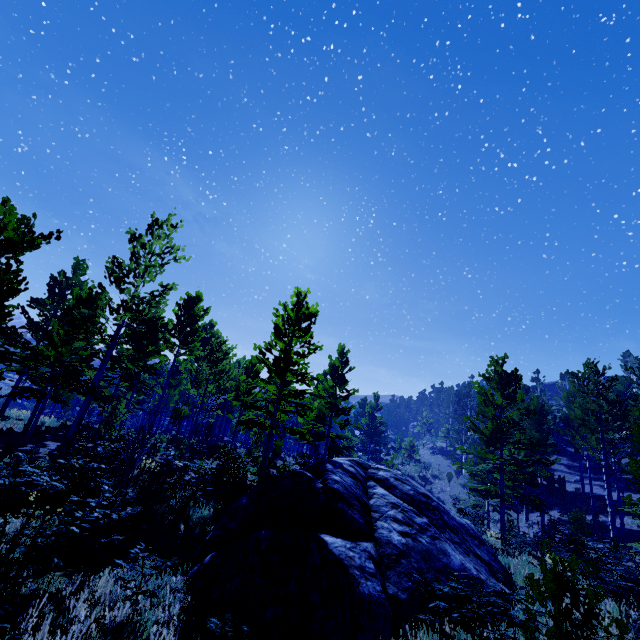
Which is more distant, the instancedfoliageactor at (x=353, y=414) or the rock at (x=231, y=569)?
the instancedfoliageactor at (x=353, y=414)

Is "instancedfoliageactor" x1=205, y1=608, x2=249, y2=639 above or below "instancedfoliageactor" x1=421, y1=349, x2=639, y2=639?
below

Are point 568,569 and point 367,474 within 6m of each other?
no

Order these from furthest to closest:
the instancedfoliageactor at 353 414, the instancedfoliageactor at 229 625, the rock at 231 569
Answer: the instancedfoliageactor at 353 414
the rock at 231 569
the instancedfoliageactor at 229 625

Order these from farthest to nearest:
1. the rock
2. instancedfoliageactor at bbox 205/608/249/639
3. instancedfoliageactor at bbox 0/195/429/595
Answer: instancedfoliageactor at bbox 0/195/429/595
the rock
instancedfoliageactor at bbox 205/608/249/639

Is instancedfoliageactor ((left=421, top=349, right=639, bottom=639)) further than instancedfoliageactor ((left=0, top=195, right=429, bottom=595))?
No

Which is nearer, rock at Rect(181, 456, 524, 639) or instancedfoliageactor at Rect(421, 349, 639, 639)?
instancedfoliageactor at Rect(421, 349, 639, 639)
